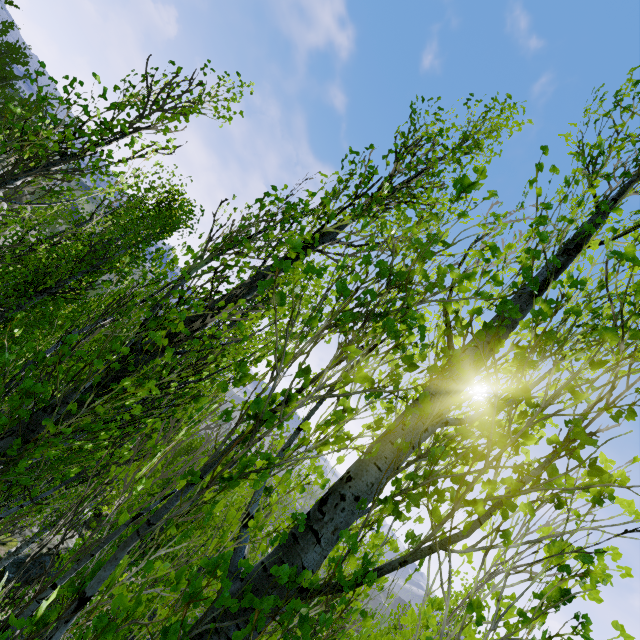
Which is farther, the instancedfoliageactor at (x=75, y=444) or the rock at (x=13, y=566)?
the rock at (x=13, y=566)

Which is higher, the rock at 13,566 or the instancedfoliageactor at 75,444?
the instancedfoliageactor at 75,444

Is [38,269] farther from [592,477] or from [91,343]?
[592,477]

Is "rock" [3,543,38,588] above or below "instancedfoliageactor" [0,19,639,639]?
below

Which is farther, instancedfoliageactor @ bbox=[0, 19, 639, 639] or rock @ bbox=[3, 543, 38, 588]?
rock @ bbox=[3, 543, 38, 588]
